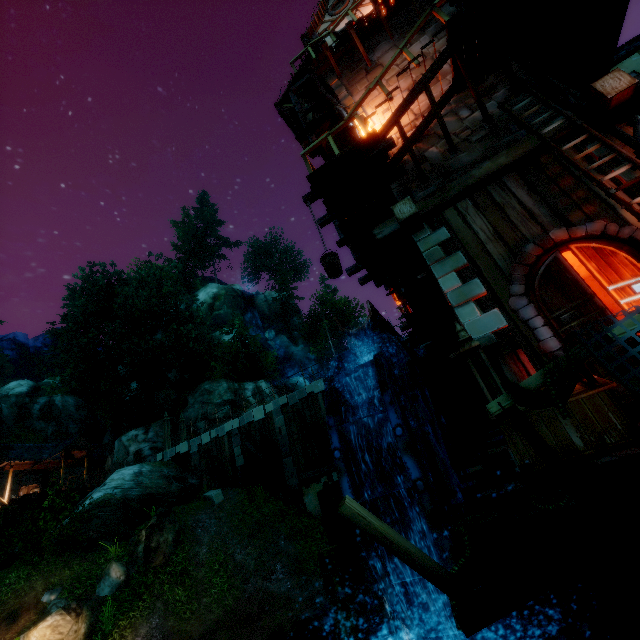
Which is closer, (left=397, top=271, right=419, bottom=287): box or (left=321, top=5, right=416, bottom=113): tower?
(left=321, top=5, right=416, bottom=113): tower

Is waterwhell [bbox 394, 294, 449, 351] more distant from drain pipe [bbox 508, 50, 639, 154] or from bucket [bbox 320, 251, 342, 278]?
drain pipe [bbox 508, 50, 639, 154]

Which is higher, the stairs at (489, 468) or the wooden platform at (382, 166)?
the wooden platform at (382, 166)

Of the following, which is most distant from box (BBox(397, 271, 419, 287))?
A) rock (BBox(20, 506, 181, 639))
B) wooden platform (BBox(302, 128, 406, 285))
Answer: rock (BBox(20, 506, 181, 639))

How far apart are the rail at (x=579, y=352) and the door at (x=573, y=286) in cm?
369

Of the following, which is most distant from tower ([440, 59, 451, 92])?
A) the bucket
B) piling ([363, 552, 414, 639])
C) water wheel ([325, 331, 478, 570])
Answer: piling ([363, 552, 414, 639])

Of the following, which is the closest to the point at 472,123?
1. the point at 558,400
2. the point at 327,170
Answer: the point at 327,170

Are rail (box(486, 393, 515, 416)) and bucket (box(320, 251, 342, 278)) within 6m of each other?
yes
